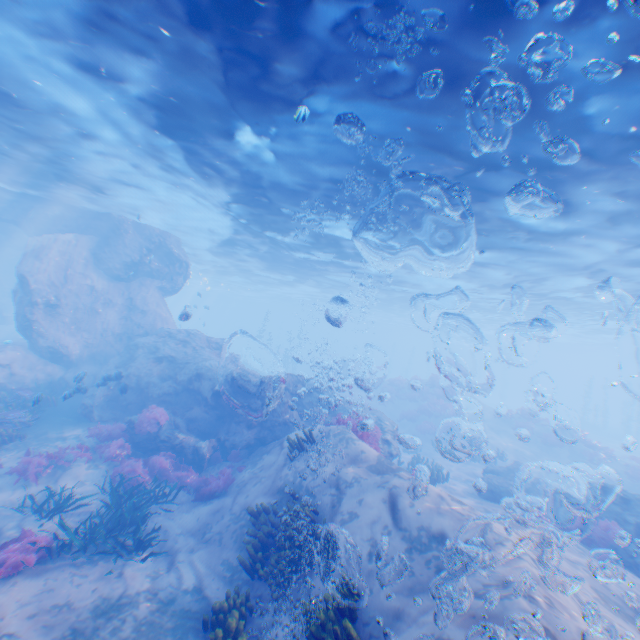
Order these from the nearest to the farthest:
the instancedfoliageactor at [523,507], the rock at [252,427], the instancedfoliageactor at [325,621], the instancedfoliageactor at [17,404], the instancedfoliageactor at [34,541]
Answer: the instancedfoliageactor at [325,621]
the instancedfoliageactor at [34,541]
the instancedfoliageactor at [523,507]
the instancedfoliageactor at [17,404]
the rock at [252,427]

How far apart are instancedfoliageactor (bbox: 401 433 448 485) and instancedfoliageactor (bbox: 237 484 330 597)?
11.9 meters

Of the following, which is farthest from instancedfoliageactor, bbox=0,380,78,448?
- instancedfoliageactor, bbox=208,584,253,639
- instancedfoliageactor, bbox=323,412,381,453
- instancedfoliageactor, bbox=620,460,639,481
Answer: instancedfoliageactor, bbox=620,460,639,481

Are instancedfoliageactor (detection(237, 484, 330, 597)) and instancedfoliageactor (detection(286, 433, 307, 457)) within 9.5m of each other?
yes

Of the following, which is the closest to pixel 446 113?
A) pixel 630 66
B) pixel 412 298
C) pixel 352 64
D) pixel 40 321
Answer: pixel 352 64

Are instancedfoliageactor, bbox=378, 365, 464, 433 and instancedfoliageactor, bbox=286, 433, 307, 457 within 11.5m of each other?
no

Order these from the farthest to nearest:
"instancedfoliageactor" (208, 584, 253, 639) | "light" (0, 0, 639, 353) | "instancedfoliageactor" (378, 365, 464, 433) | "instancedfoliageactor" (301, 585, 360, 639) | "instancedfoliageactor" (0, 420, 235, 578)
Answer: "instancedfoliageactor" (378, 365, 464, 433), "instancedfoliageactor" (0, 420, 235, 578), "light" (0, 0, 639, 353), "instancedfoliageactor" (208, 584, 253, 639), "instancedfoliageactor" (301, 585, 360, 639)

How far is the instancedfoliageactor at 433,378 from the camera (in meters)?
26.28
